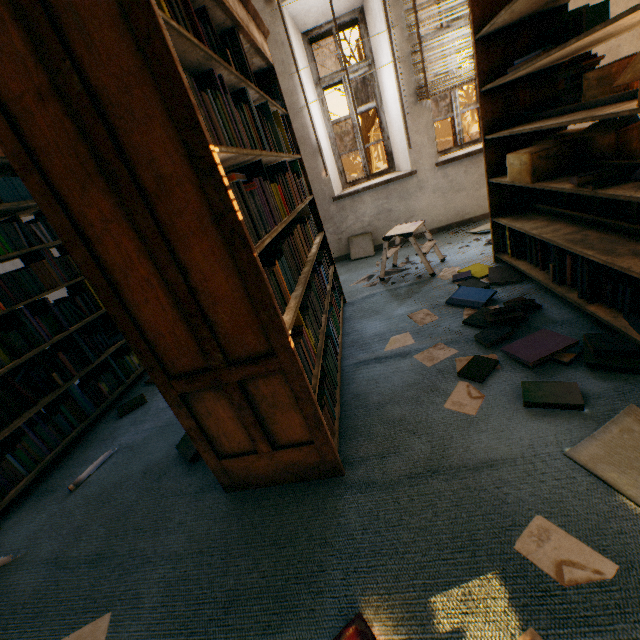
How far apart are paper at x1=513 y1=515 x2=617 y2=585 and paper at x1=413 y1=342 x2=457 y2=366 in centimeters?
87cm

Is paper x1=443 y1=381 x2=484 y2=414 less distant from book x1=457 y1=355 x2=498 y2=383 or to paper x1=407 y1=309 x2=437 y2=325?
book x1=457 y1=355 x2=498 y2=383

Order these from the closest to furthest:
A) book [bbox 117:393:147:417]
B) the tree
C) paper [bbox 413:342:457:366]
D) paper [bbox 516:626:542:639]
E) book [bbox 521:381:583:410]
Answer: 1. paper [bbox 516:626:542:639]
2. book [bbox 521:381:583:410]
3. paper [bbox 413:342:457:366]
4. book [bbox 117:393:147:417]
5. the tree

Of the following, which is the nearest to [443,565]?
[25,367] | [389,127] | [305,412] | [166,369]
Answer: [305,412]

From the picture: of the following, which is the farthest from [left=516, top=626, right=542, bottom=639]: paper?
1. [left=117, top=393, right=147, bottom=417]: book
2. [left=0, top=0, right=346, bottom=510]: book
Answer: [left=117, top=393, right=147, bottom=417]: book

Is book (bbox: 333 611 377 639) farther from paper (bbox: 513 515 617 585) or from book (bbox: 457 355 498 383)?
book (bbox: 457 355 498 383)

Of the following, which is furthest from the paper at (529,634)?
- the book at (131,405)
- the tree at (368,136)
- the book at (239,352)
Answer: the tree at (368,136)

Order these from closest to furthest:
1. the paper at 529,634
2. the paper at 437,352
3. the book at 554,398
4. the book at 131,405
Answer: the paper at 529,634 < the book at 554,398 < the paper at 437,352 < the book at 131,405
